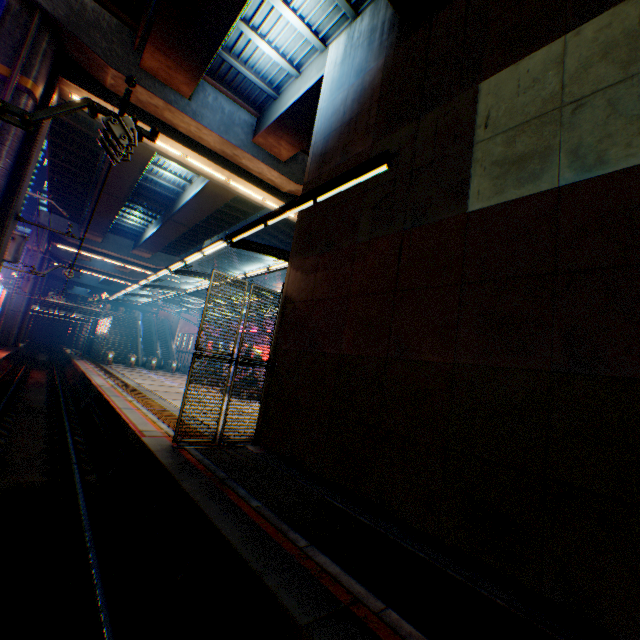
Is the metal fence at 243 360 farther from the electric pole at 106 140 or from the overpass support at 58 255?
the electric pole at 106 140

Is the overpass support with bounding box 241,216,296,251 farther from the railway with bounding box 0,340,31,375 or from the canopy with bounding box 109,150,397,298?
the canopy with bounding box 109,150,397,298

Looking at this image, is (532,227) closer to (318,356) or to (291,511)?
(318,356)

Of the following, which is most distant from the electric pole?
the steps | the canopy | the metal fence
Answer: the steps

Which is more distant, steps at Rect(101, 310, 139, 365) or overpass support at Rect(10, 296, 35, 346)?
steps at Rect(101, 310, 139, 365)

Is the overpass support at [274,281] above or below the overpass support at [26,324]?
above

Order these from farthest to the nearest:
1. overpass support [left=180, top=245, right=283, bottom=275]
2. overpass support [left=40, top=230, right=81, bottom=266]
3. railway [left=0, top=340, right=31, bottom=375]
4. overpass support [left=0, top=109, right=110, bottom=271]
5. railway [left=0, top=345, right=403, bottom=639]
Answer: overpass support [left=180, top=245, right=283, bottom=275]
overpass support [left=40, top=230, right=81, bottom=266]
railway [left=0, top=340, right=31, bottom=375]
overpass support [left=0, top=109, right=110, bottom=271]
railway [left=0, top=345, right=403, bottom=639]

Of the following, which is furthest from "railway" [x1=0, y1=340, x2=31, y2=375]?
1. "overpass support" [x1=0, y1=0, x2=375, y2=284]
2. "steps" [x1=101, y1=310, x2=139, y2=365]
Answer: "steps" [x1=101, y1=310, x2=139, y2=365]
